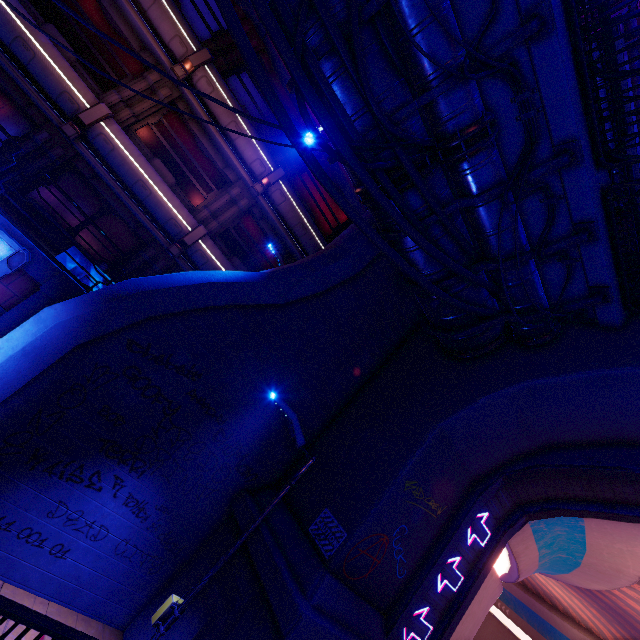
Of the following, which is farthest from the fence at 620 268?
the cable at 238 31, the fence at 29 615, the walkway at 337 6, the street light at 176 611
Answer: the fence at 29 615

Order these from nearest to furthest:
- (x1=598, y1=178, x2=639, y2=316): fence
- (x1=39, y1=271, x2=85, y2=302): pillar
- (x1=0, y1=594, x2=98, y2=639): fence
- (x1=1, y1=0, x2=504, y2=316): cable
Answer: (x1=0, y1=594, x2=98, y2=639): fence → (x1=1, y1=0, x2=504, y2=316): cable → (x1=598, y1=178, x2=639, y2=316): fence → (x1=39, y1=271, x2=85, y2=302): pillar

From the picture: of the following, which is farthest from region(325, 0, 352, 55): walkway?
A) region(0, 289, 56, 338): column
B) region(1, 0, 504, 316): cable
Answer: region(0, 289, 56, 338): column

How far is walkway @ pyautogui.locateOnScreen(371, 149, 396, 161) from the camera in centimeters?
609cm

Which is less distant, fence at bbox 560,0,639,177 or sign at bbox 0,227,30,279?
fence at bbox 560,0,639,177

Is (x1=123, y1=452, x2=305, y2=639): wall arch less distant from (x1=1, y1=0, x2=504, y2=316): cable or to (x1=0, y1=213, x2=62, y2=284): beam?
(x1=1, y1=0, x2=504, y2=316): cable

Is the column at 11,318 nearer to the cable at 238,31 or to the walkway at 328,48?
the cable at 238,31

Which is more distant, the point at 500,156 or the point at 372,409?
the point at 372,409
